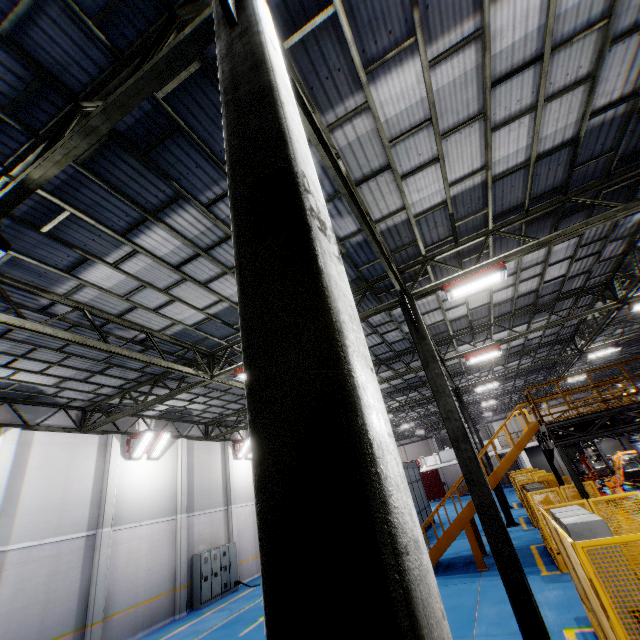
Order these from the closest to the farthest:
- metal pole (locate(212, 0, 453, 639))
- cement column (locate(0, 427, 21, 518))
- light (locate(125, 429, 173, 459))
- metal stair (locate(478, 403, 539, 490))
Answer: metal pole (locate(212, 0, 453, 639)), cement column (locate(0, 427, 21, 518)), metal stair (locate(478, 403, 539, 490)), light (locate(125, 429, 173, 459))

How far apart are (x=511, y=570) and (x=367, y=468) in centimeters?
780cm

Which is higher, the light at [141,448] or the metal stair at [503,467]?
the light at [141,448]

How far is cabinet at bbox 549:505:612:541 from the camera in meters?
5.6

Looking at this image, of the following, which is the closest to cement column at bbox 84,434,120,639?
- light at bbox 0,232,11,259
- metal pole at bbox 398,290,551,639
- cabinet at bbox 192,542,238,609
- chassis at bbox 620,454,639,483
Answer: cabinet at bbox 192,542,238,609

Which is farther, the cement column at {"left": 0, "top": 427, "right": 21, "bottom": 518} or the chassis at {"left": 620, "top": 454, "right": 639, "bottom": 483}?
the chassis at {"left": 620, "top": 454, "right": 639, "bottom": 483}

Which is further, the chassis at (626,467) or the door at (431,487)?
the door at (431,487)

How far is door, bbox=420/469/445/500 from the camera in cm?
4609
